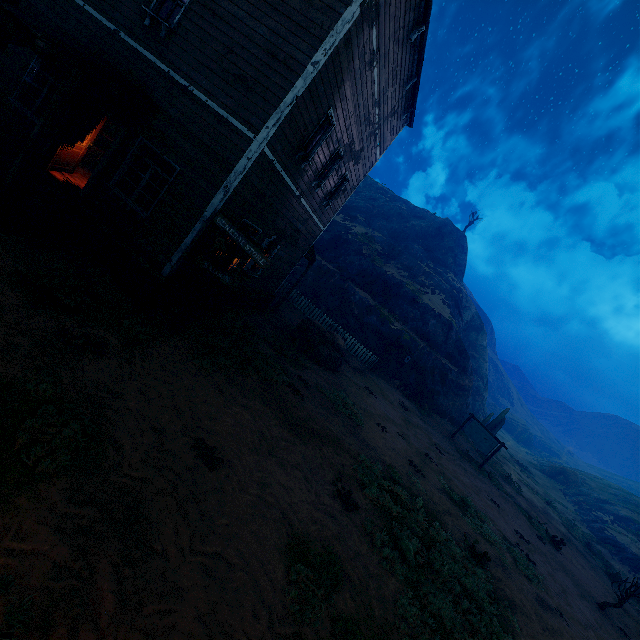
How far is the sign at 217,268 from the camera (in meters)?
7.55

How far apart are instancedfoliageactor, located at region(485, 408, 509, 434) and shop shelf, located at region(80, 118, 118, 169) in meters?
31.0 m

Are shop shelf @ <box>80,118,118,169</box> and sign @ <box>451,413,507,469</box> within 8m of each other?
no

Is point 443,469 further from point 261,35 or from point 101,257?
point 261,35

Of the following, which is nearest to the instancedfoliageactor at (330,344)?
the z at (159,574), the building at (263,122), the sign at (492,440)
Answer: the z at (159,574)

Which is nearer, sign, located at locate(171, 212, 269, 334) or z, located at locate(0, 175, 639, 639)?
z, located at locate(0, 175, 639, 639)

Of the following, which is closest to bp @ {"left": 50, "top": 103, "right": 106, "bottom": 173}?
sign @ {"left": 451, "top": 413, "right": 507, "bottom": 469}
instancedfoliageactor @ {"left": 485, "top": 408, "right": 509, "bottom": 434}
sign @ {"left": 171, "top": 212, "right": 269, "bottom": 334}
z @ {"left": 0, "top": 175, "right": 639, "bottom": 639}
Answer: z @ {"left": 0, "top": 175, "right": 639, "bottom": 639}

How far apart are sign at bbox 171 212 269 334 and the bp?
5.1 meters
